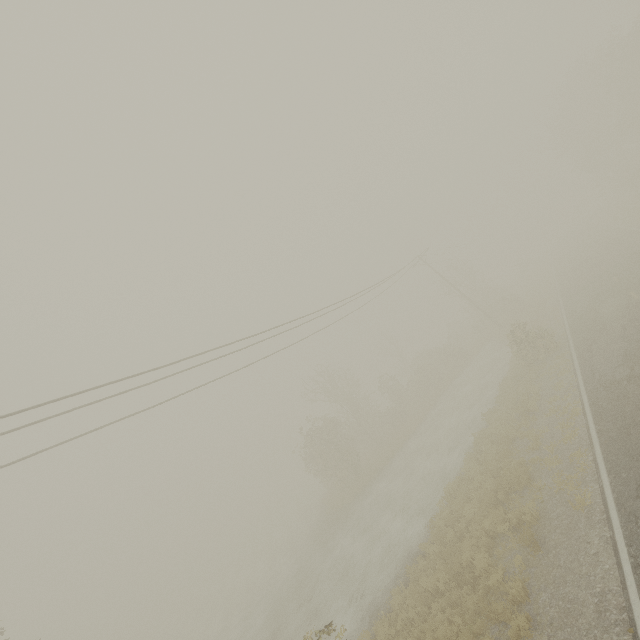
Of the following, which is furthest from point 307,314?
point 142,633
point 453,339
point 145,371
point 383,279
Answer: point 142,633
